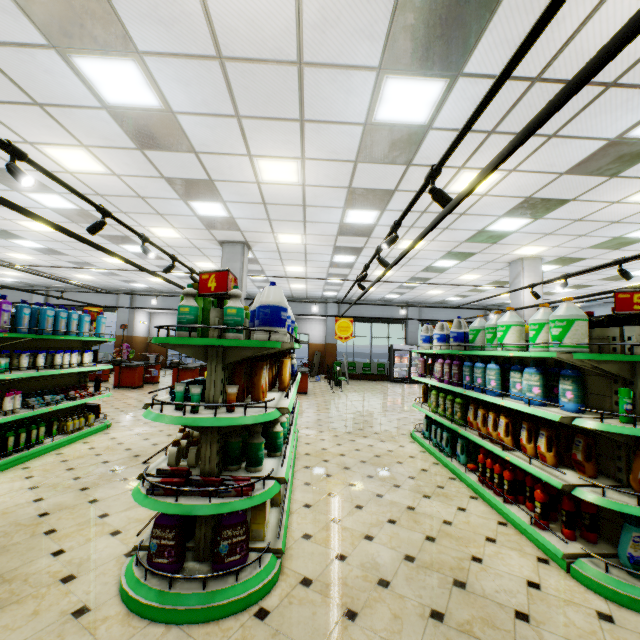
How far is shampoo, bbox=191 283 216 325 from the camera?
3.1 meters

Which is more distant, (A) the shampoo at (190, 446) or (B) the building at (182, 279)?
(B) the building at (182, 279)

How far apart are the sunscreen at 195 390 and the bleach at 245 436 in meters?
0.8

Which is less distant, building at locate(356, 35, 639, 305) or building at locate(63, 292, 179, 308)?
→ building at locate(356, 35, 639, 305)

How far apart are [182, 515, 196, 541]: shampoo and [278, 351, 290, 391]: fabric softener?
1.26m

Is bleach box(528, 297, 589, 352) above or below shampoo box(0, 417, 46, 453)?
above

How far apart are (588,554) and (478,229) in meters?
7.0

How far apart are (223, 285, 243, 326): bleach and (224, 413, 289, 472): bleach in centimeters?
100cm
